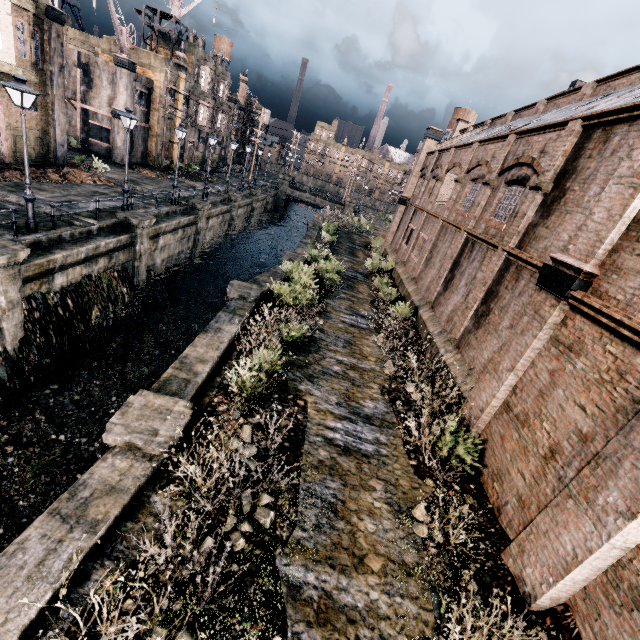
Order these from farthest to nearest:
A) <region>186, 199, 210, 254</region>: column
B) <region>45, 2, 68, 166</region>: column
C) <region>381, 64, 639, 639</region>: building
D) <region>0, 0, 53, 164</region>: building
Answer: <region>186, 199, 210, 254</region>: column
<region>45, 2, 68, 166</region>: column
<region>0, 0, 53, 164</region>: building
<region>381, 64, 639, 639</region>: building

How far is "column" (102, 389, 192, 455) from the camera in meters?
7.0 m

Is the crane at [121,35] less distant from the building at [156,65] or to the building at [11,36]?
the building at [156,65]

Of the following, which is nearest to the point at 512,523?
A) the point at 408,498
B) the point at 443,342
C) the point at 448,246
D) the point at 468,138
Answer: the point at 408,498

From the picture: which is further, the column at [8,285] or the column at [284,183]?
the column at [284,183]

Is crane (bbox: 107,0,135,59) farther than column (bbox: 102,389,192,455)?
Yes

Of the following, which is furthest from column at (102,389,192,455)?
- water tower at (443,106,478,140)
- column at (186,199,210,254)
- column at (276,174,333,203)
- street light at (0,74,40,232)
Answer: water tower at (443,106,478,140)

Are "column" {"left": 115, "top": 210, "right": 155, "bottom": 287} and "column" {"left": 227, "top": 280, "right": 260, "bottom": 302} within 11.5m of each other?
yes
